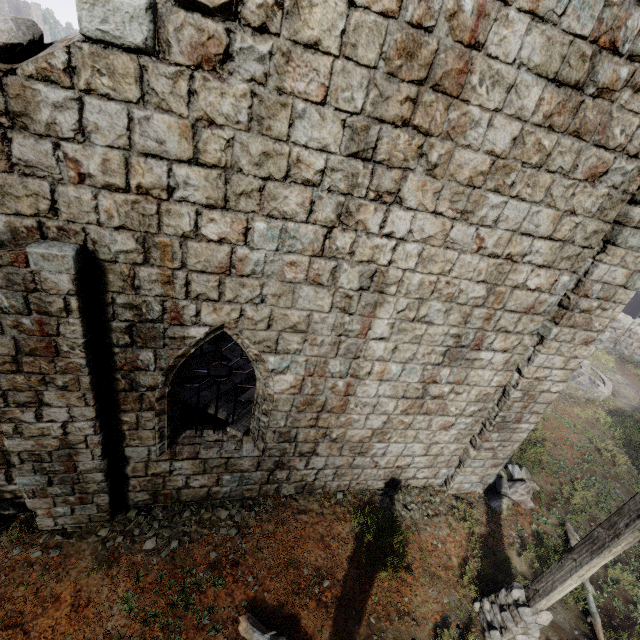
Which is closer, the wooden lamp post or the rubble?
the wooden lamp post

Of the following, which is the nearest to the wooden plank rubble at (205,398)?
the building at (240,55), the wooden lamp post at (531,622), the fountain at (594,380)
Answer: the building at (240,55)

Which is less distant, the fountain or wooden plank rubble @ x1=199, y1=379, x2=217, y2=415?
wooden plank rubble @ x1=199, y1=379, x2=217, y2=415

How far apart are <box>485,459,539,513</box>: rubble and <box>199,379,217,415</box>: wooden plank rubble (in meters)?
6.14

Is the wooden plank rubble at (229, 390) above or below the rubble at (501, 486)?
above

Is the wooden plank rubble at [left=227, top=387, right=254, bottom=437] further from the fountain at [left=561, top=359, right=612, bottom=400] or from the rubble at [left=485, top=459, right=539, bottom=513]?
the fountain at [left=561, top=359, right=612, bottom=400]

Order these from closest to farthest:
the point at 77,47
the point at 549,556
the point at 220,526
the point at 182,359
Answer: the point at 77,47 < the point at 182,359 < the point at 220,526 < the point at 549,556

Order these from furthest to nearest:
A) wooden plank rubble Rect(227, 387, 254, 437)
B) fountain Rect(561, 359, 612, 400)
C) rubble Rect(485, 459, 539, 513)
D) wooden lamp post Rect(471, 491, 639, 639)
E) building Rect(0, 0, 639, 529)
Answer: fountain Rect(561, 359, 612, 400) → rubble Rect(485, 459, 539, 513) → wooden plank rubble Rect(227, 387, 254, 437) → wooden lamp post Rect(471, 491, 639, 639) → building Rect(0, 0, 639, 529)
